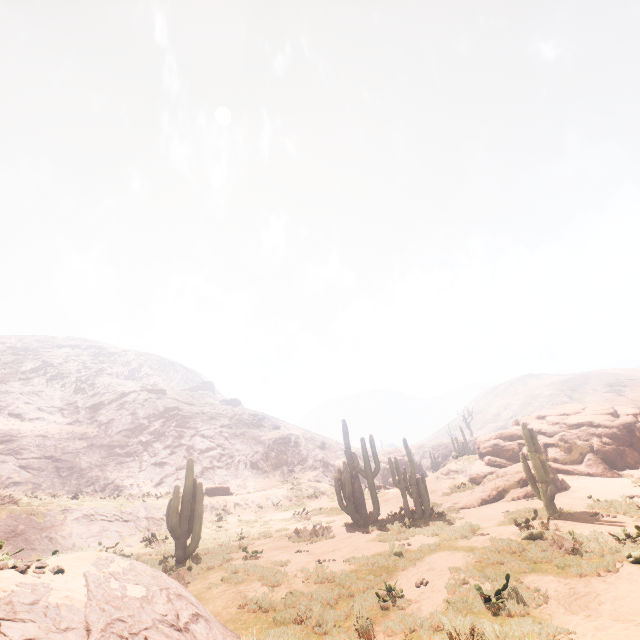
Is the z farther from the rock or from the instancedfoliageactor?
the instancedfoliageactor

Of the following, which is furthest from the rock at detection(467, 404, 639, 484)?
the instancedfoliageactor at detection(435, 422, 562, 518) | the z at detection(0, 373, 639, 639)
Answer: the z at detection(0, 373, 639, 639)

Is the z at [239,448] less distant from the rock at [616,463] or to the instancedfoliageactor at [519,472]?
the rock at [616,463]

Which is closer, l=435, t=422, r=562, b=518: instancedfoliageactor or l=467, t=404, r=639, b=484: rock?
l=435, t=422, r=562, b=518: instancedfoliageactor

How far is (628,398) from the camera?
59.81m

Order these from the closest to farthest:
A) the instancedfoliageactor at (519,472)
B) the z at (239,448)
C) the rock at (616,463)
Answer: the z at (239,448)
the instancedfoliageactor at (519,472)
the rock at (616,463)
